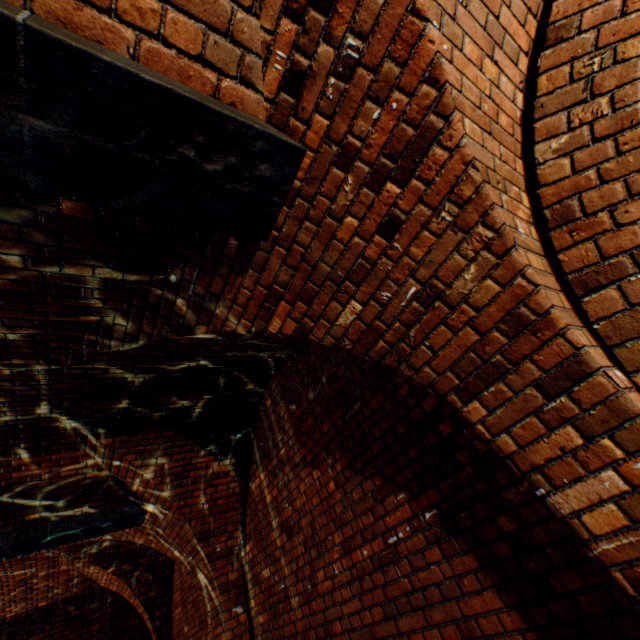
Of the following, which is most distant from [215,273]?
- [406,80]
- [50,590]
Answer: [50,590]

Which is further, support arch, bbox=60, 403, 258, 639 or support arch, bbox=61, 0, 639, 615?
support arch, bbox=60, 403, 258, 639

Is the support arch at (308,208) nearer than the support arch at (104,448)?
Yes
